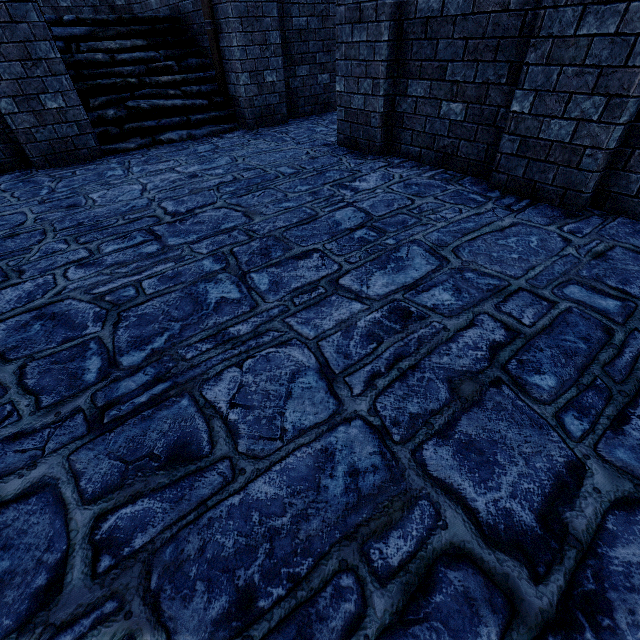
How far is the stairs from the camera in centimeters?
584cm

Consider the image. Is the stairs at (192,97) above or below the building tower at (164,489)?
above

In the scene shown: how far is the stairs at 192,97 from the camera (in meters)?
5.84

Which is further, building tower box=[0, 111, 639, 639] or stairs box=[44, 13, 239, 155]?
stairs box=[44, 13, 239, 155]

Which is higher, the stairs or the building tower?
the stairs

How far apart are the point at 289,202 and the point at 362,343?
2.33m
